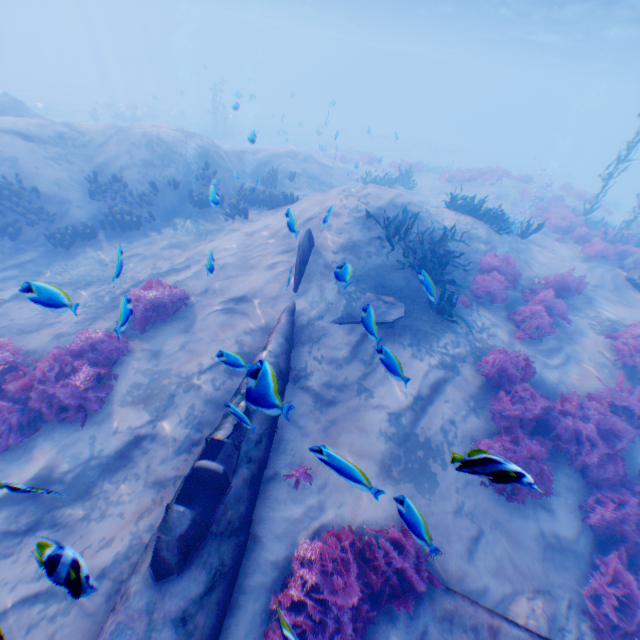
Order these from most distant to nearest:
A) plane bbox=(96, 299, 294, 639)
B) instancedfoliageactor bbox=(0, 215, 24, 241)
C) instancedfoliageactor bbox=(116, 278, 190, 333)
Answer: instancedfoliageactor bbox=(0, 215, 24, 241) → instancedfoliageactor bbox=(116, 278, 190, 333) → plane bbox=(96, 299, 294, 639)

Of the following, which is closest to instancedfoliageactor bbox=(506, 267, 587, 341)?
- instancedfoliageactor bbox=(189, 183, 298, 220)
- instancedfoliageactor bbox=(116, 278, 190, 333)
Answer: instancedfoliageactor bbox=(116, 278, 190, 333)

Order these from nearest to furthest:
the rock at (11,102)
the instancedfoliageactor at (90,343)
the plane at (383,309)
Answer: the plane at (383,309)
the instancedfoliageactor at (90,343)
the rock at (11,102)

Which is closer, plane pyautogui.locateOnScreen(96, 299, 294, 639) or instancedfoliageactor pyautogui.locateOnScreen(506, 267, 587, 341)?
plane pyautogui.locateOnScreen(96, 299, 294, 639)

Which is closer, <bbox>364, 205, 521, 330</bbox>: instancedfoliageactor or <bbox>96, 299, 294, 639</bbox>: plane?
<bbox>96, 299, 294, 639</bbox>: plane

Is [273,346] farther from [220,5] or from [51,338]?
[220,5]

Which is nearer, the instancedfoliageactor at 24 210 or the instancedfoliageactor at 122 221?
the instancedfoliageactor at 24 210

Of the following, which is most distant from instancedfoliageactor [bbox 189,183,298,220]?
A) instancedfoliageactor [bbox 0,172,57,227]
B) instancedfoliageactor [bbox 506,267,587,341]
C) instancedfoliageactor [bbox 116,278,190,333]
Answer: instancedfoliageactor [bbox 506,267,587,341]
